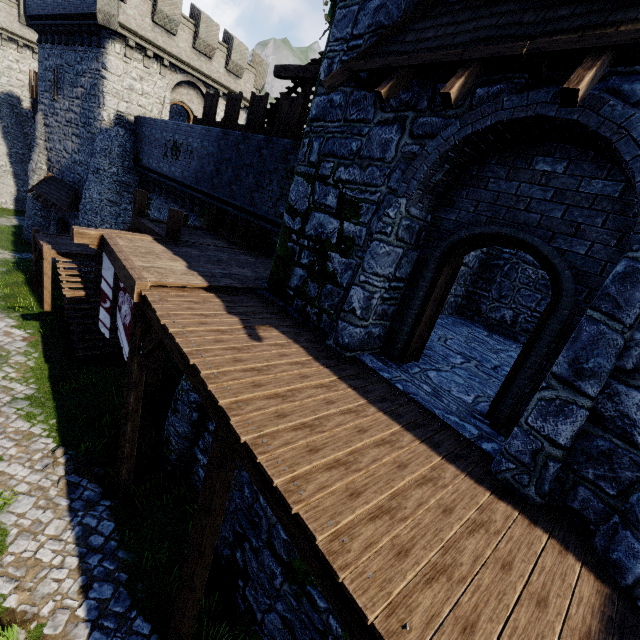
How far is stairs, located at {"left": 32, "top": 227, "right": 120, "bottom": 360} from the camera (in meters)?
13.38

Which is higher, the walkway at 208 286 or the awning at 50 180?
the walkway at 208 286

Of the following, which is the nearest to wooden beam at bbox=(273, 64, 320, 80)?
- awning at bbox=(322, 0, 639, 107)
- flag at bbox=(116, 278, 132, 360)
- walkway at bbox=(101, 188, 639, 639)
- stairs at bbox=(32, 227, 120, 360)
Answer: awning at bbox=(322, 0, 639, 107)

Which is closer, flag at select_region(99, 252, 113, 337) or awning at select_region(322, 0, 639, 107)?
awning at select_region(322, 0, 639, 107)

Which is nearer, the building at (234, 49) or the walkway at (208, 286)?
the walkway at (208, 286)

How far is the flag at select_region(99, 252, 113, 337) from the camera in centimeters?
868cm

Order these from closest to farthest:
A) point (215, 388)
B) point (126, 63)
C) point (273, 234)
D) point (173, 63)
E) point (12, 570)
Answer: point (215, 388)
point (12, 570)
point (273, 234)
point (126, 63)
point (173, 63)

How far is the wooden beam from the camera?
11.1m
